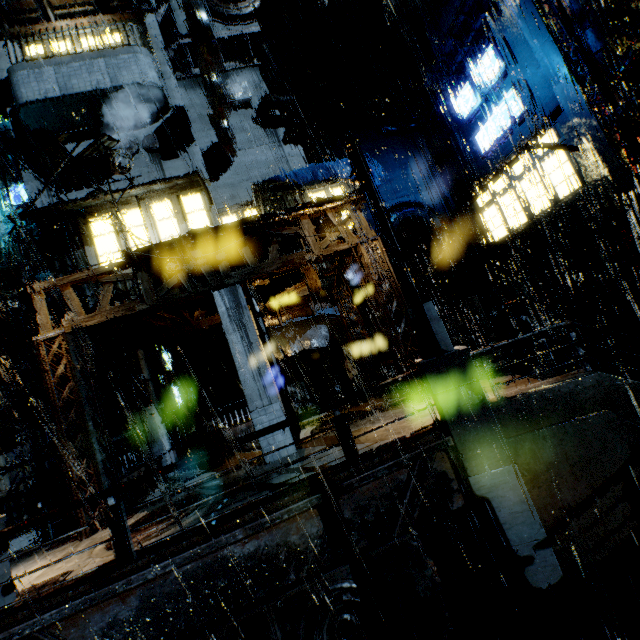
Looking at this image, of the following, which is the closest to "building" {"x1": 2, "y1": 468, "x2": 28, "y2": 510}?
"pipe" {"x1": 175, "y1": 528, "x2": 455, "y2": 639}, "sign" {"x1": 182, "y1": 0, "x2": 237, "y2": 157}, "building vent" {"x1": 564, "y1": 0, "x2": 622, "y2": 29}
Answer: "building vent" {"x1": 564, "y1": 0, "x2": 622, "y2": 29}

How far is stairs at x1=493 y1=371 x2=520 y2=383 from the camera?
9.4m

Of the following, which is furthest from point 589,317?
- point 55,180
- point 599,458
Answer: point 55,180

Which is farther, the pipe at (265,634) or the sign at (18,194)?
the sign at (18,194)

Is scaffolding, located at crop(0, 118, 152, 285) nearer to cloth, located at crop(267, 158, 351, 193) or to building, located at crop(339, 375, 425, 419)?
building, located at crop(339, 375, 425, 419)

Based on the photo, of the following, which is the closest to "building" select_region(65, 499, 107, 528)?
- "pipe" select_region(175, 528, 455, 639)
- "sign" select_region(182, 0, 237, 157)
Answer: "sign" select_region(182, 0, 237, 157)

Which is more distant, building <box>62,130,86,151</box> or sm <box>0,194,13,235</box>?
sm <box>0,194,13,235</box>

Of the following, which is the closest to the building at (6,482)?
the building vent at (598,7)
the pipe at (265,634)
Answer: the building vent at (598,7)
